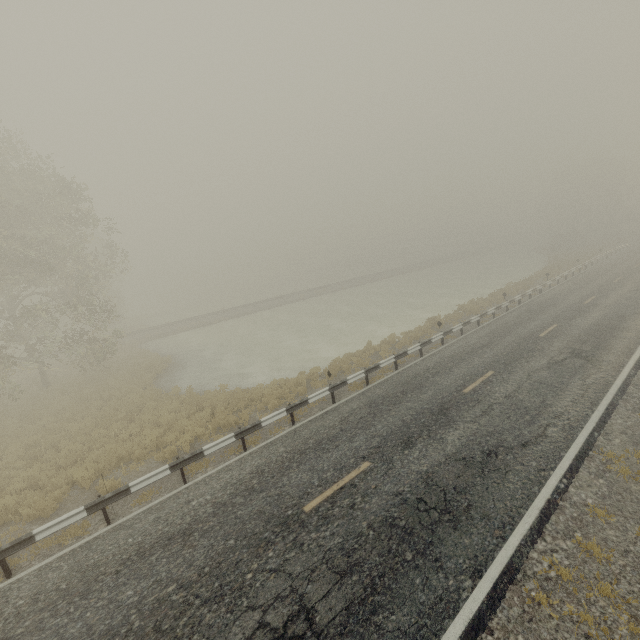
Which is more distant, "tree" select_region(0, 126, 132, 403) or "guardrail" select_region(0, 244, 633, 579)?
"tree" select_region(0, 126, 132, 403)

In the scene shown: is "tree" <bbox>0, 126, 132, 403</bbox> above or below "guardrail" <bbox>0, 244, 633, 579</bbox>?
above

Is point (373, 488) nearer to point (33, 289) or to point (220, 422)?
point (220, 422)

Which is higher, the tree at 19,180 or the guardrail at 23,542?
the tree at 19,180

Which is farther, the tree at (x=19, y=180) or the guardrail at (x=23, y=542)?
the tree at (x=19, y=180)
